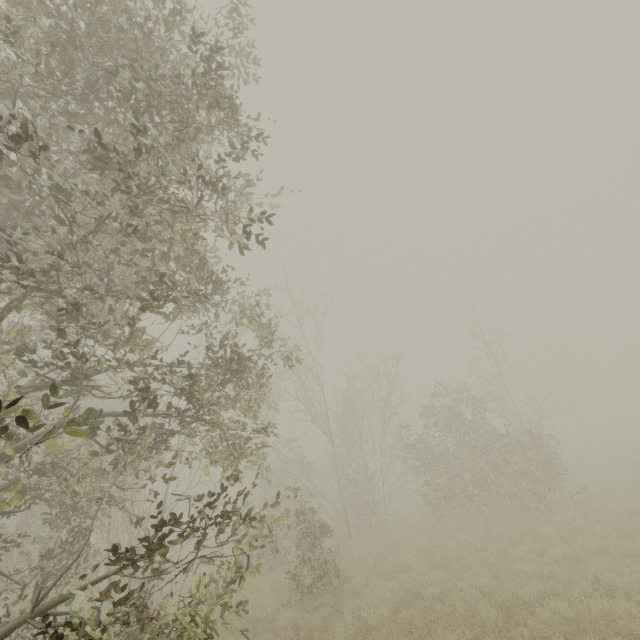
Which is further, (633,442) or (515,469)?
(633,442)
